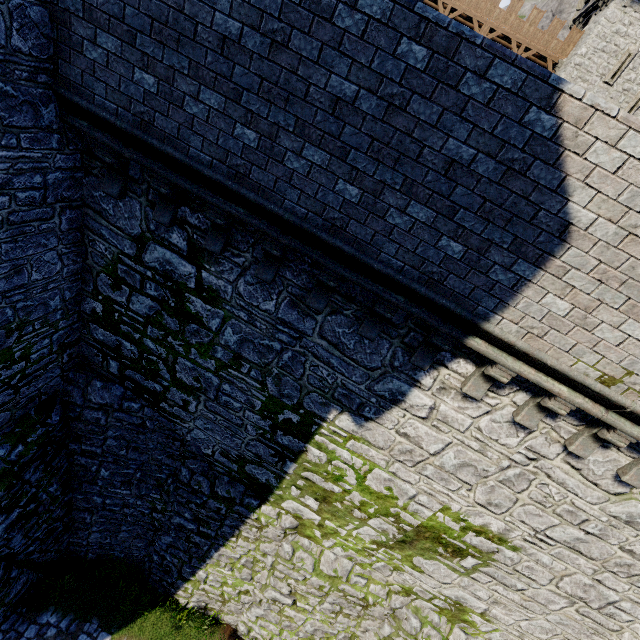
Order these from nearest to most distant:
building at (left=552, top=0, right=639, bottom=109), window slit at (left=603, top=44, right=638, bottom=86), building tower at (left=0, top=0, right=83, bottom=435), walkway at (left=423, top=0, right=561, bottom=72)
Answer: building tower at (left=0, top=0, right=83, bottom=435) → building at (left=552, top=0, right=639, bottom=109) → window slit at (left=603, top=44, right=638, bottom=86) → walkway at (left=423, top=0, right=561, bottom=72)

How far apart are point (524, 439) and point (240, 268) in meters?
5.9 m

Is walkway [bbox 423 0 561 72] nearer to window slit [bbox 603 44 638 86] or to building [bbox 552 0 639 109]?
building [bbox 552 0 639 109]

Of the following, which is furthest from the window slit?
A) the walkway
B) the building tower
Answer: the building tower

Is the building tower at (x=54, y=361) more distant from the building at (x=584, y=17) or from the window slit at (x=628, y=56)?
the window slit at (x=628, y=56)

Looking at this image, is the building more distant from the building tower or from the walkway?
the building tower

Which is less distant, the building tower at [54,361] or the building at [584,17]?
the building tower at [54,361]
